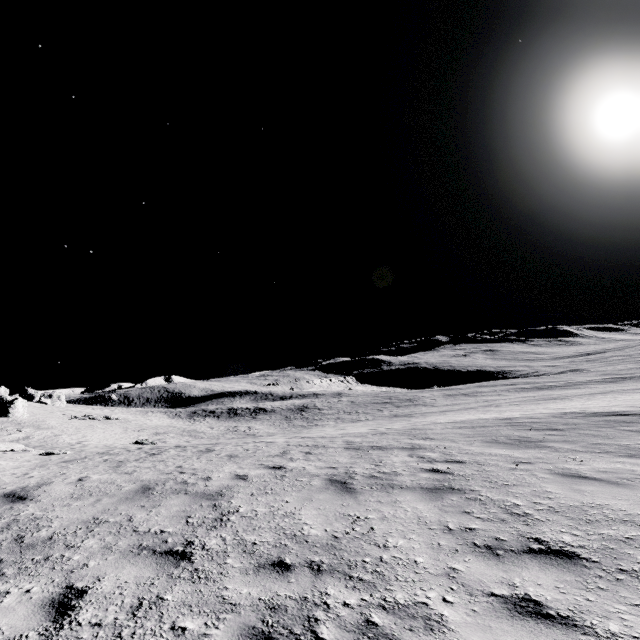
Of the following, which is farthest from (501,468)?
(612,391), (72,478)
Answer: (612,391)
